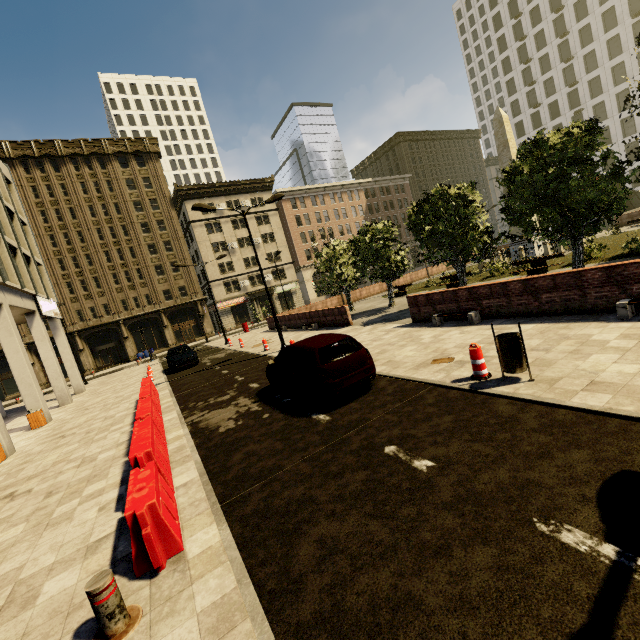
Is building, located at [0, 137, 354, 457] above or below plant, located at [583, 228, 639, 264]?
above

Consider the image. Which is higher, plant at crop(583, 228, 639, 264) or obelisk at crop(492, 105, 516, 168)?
obelisk at crop(492, 105, 516, 168)

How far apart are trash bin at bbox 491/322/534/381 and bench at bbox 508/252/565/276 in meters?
13.8 m

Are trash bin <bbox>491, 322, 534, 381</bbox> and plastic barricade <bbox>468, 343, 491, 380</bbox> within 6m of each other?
yes

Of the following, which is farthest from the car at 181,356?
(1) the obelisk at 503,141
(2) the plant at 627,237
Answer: (1) the obelisk at 503,141

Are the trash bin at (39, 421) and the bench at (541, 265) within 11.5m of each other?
no

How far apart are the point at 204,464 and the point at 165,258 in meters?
44.9

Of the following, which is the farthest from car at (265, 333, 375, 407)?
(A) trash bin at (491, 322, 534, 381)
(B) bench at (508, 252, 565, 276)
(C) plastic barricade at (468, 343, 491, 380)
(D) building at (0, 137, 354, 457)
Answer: (B) bench at (508, 252, 565, 276)
